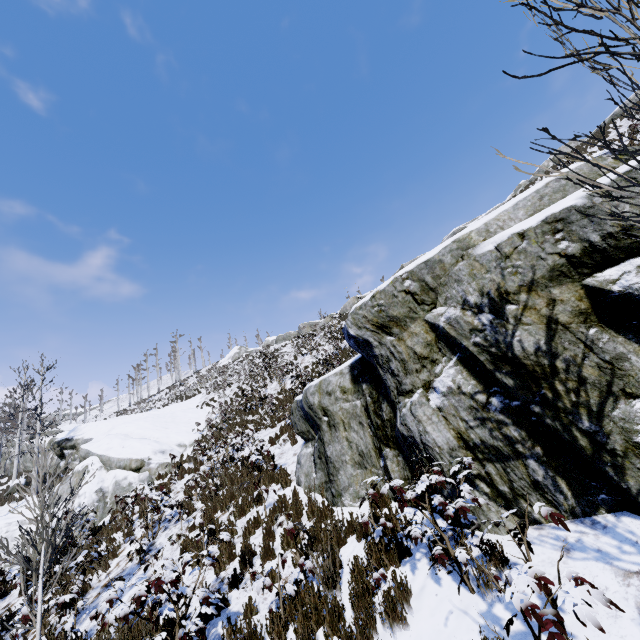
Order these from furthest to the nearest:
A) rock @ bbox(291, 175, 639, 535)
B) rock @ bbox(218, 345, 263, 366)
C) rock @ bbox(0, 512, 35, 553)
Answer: rock @ bbox(218, 345, 263, 366) → rock @ bbox(0, 512, 35, 553) → rock @ bbox(291, 175, 639, 535)

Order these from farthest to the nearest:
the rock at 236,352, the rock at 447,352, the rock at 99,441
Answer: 1. the rock at 236,352
2. the rock at 99,441
3. the rock at 447,352

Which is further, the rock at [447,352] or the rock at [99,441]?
the rock at [99,441]

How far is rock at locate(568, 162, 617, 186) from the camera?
3.6m

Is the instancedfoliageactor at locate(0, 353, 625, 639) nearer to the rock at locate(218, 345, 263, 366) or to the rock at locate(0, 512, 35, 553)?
the rock at locate(0, 512, 35, 553)

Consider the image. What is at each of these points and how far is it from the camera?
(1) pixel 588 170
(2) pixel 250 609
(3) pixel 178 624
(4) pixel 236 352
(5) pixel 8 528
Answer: (1) rock, 4.7 meters
(2) instancedfoliageactor, 5.0 meters
(3) instancedfoliageactor, 4.3 meters
(4) rock, 53.7 meters
(5) rock, 13.9 meters

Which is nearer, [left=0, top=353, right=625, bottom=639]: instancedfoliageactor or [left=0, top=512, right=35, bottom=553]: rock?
[left=0, top=353, right=625, bottom=639]: instancedfoliageactor
